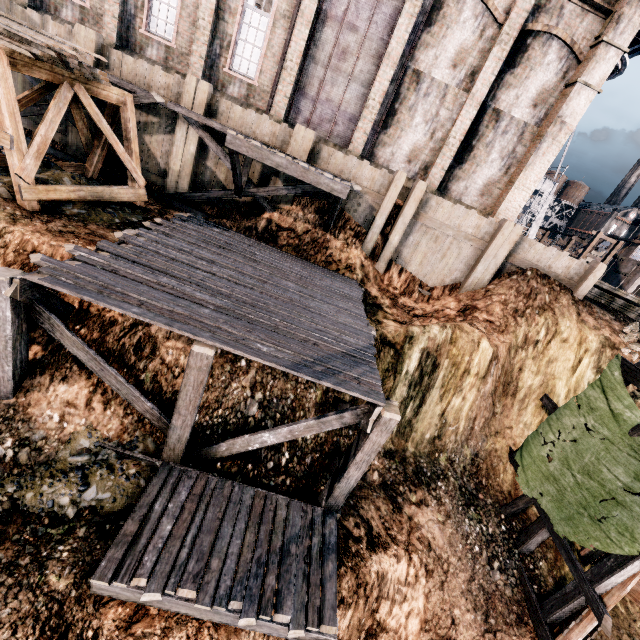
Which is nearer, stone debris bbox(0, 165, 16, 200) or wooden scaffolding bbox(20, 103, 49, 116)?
stone debris bbox(0, 165, 16, 200)

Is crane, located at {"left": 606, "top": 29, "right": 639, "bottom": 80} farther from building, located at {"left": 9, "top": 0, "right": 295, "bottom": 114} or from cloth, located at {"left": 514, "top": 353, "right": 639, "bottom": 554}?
cloth, located at {"left": 514, "top": 353, "right": 639, "bottom": 554}

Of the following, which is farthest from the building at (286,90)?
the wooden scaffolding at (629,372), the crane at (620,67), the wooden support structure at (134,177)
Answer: the wooden scaffolding at (629,372)

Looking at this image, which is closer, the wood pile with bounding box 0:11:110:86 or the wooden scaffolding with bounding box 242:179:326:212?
the wood pile with bounding box 0:11:110:86

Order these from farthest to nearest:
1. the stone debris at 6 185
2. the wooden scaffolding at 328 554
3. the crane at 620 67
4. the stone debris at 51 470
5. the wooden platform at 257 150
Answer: the crane at 620 67
the wooden platform at 257 150
the stone debris at 6 185
the stone debris at 51 470
the wooden scaffolding at 328 554

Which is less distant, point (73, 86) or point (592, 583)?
point (592, 583)

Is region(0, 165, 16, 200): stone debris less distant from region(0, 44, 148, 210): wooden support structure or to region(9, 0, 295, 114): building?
region(0, 44, 148, 210): wooden support structure

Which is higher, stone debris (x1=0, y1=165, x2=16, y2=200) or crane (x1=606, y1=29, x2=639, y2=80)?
crane (x1=606, y1=29, x2=639, y2=80)
